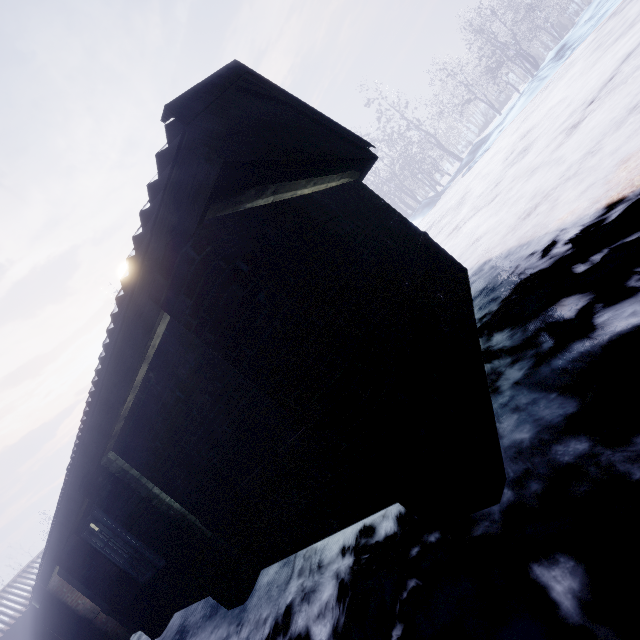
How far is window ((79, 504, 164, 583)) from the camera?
4.6 meters

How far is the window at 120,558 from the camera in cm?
456

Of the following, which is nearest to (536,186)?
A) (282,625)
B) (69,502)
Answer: (282,625)
